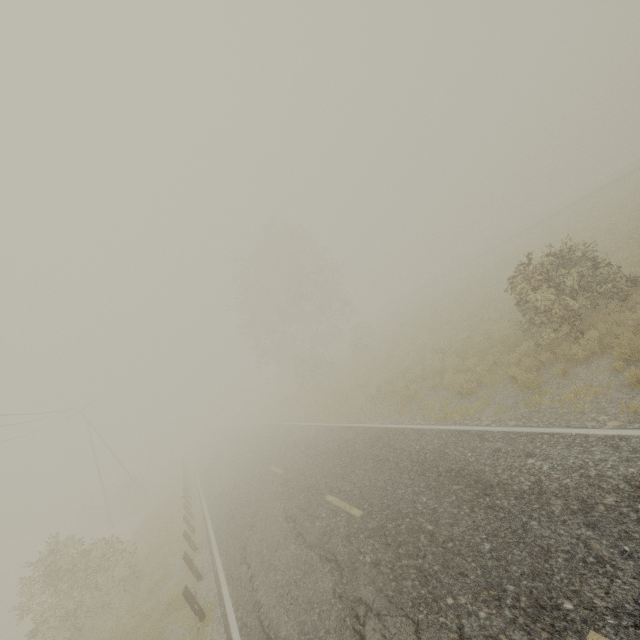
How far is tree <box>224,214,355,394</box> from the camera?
34.2m

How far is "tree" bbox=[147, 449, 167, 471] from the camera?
57.5 meters

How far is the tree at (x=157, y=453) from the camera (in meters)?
57.53

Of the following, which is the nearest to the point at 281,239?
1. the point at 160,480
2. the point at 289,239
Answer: the point at 289,239

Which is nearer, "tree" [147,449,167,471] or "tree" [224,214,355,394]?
"tree" [224,214,355,394]

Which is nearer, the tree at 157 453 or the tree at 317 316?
the tree at 317 316
